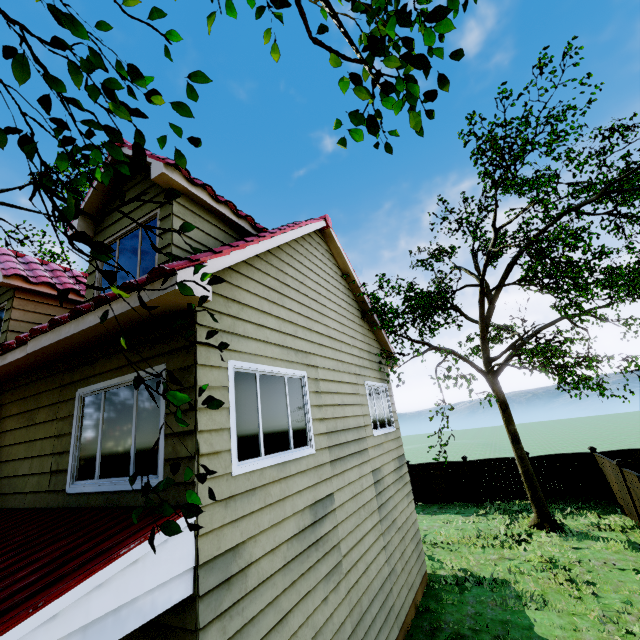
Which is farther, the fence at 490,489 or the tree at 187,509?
the fence at 490,489

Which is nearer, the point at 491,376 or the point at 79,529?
the point at 79,529

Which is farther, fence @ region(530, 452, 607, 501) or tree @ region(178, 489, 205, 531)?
fence @ region(530, 452, 607, 501)

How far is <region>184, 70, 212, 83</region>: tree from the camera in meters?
2.5

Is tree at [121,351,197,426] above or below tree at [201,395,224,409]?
below

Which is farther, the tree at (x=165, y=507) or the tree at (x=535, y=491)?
the tree at (x=535, y=491)

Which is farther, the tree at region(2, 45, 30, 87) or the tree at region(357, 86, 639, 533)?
the tree at region(357, 86, 639, 533)

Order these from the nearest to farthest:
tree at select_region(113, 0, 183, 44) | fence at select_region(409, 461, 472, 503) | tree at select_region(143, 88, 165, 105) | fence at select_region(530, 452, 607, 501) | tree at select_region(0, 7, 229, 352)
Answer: tree at select_region(0, 7, 229, 352) → tree at select_region(113, 0, 183, 44) → tree at select_region(143, 88, 165, 105) → fence at select_region(530, 452, 607, 501) → fence at select_region(409, 461, 472, 503)
